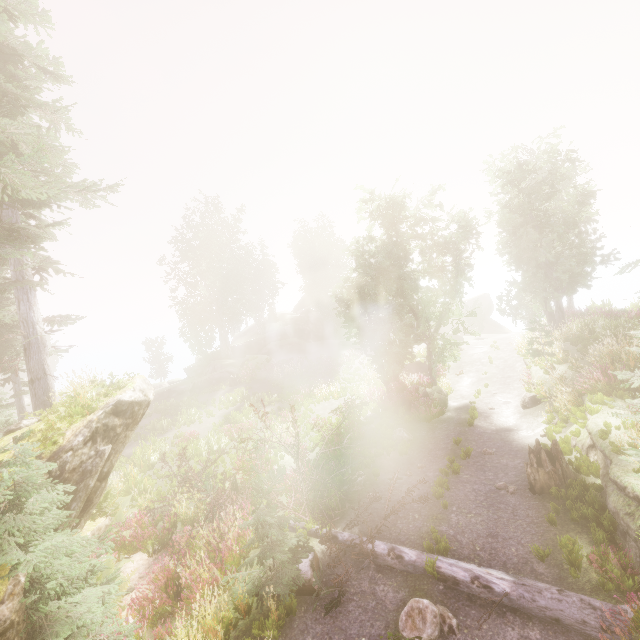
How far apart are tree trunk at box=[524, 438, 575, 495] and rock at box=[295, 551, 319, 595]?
6.3 meters

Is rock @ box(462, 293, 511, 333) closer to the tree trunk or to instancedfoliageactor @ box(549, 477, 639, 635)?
instancedfoliageactor @ box(549, 477, 639, 635)

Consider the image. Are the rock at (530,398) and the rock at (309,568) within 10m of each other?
no

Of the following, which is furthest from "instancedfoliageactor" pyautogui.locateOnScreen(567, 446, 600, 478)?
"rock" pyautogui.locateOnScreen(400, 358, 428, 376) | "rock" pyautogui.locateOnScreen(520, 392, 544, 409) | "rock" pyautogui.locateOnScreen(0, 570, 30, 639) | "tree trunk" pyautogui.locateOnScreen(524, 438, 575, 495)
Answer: "rock" pyautogui.locateOnScreen(520, 392, 544, 409)

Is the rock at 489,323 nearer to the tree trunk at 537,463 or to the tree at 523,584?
the tree at 523,584

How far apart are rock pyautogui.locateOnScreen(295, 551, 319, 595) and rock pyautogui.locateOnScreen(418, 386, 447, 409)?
10.8 meters

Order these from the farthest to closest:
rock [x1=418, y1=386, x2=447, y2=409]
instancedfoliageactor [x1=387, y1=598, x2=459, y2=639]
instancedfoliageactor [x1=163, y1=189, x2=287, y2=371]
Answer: instancedfoliageactor [x1=163, y1=189, x2=287, y2=371], rock [x1=418, y1=386, x2=447, y2=409], instancedfoliageactor [x1=387, y1=598, x2=459, y2=639]

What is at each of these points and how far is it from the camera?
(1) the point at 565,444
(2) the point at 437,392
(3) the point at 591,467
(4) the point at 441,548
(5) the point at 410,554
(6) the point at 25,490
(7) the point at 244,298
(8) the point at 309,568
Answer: (1) instancedfoliageactor, 10.9m
(2) rock, 19.2m
(3) instancedfoliageactor, 9.3m
(4) instancedfoliageactor, 7.5m
(5) tree, 7.6m
(6) instancedfoliageactor, 6.0m
(7) instancedfoliageactor, 47.1m
(8) rock, 7.3m
